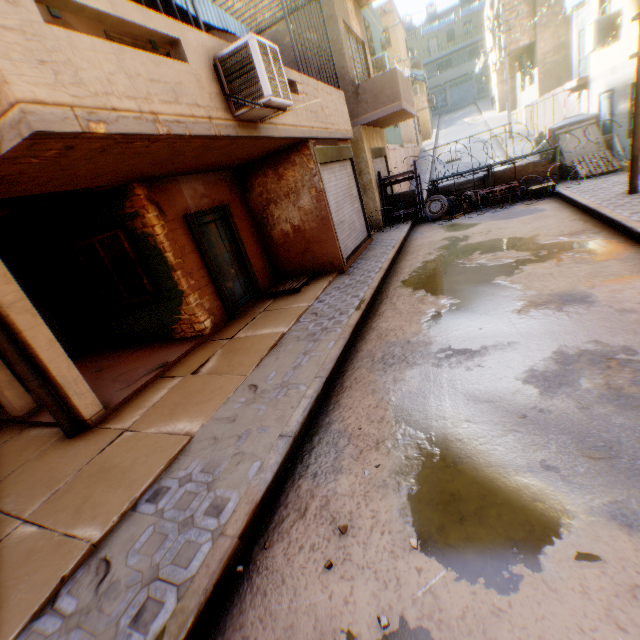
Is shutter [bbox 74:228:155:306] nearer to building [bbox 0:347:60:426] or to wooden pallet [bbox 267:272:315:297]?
building [bbox 0:347:60:426]

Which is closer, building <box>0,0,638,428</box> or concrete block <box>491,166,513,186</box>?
building <box>0,0,638,428</box>

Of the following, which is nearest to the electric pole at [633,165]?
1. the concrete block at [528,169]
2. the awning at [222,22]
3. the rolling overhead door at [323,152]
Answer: the concrete block at [528,169]

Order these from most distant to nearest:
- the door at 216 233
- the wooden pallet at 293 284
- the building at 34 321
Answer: the wooden pallet at 293 284 → the door at 216 233 → the building at 34 321

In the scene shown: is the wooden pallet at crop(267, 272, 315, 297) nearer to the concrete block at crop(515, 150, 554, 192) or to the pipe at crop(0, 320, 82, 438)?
the pipe at crop(0, 320, 82, 438)

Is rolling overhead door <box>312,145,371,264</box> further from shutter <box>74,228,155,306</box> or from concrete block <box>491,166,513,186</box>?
concrete block <box>491,166,513,186</box>

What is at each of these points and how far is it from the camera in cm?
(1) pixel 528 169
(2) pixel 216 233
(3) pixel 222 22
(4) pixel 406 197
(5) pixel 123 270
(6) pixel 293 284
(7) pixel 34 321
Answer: (1) concrete block, 1213
(2) door, 796
(3) awning, 686
(4) concrete block, 1416
(5) shutter, 701
(6) wooden pallet, 871
(7) building, 447

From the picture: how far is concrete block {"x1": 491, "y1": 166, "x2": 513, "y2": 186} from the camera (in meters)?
12.36
